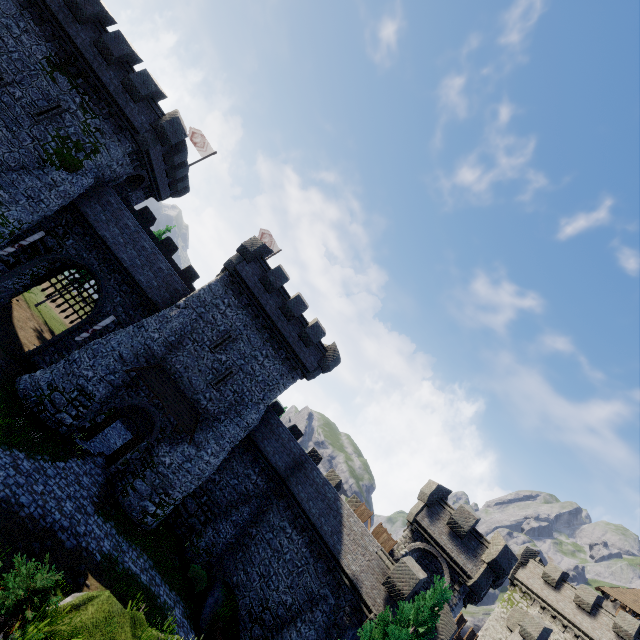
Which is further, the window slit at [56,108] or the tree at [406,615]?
the window slit at [56,108]

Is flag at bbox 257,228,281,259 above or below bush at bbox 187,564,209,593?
above

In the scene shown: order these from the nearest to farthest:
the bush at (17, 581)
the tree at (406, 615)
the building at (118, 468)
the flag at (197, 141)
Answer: the bush at (17, 581), the tree at (406, 615), the building at (118, 468), the flag at (197, 141)

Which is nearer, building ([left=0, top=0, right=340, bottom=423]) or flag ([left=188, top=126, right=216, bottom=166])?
building ([left=0, top=0, right=340, bottom=423])

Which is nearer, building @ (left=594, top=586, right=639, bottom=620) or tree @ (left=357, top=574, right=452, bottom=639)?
tree @ (left=357, top=574, right=452, bottom=639)

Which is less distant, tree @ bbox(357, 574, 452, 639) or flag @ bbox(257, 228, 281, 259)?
tree @ bbox(357, 574, 452, 639)

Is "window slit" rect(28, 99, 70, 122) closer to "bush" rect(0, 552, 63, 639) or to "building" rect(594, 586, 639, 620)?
"bush" rect(0, 552, 63, 639)

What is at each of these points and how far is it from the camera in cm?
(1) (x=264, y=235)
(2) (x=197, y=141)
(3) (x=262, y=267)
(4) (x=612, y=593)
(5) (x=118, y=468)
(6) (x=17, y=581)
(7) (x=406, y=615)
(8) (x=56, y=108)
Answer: (1) flag, 3278
(2) flag, 3083
(3) building, 2359
(4) building, 3666
(5) building, 2047
(6) bush, 761
(7) tree, 1406
(8) window slit, 1952
